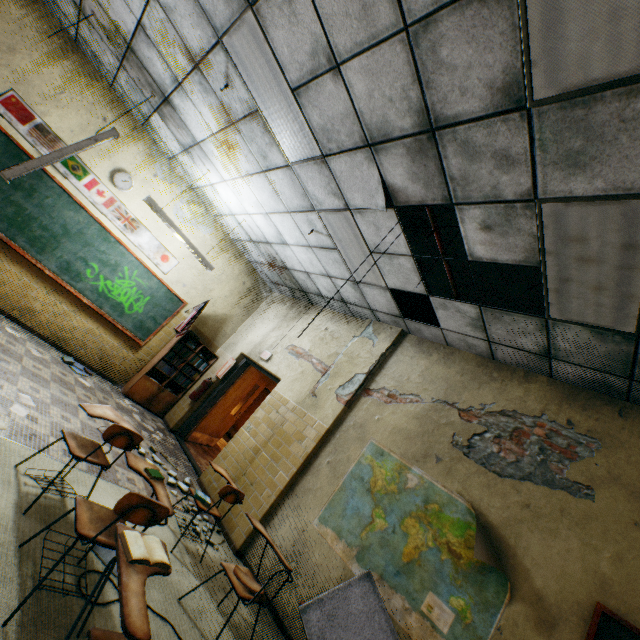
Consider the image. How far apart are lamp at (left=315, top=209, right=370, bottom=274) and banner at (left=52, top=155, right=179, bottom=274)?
3.9m

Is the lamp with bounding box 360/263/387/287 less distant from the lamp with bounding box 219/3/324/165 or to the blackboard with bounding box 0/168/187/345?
the lamp with bounding box 219/3/324/165

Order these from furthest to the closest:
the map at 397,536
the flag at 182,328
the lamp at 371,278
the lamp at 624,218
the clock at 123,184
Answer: the flag at 182,328, the clock at 123,184, the lamp at 371,278, the map at 397,536, the lamp at 624,218

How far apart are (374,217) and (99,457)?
3.61m

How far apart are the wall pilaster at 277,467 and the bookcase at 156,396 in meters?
3.1 m

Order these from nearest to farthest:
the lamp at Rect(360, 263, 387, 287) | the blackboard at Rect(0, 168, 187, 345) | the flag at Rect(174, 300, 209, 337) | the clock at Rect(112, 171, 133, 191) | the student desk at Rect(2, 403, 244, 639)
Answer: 1. the student desk at Rect(2, 403, 244, 639)
2. the lamp at Rect(360, 263, 387, 287)
3. the blackboard at Rect(0, 168, 187, 345)
4. the clock at Rect(112, 171, 133, 191)
5. the flag at Rect(174, 300, 209, 337)

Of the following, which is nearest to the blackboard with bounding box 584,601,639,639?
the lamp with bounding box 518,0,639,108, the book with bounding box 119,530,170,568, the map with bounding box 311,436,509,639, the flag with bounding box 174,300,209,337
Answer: the map with bounding box 311,436,509,639

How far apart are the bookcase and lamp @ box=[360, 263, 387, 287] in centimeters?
406cm
